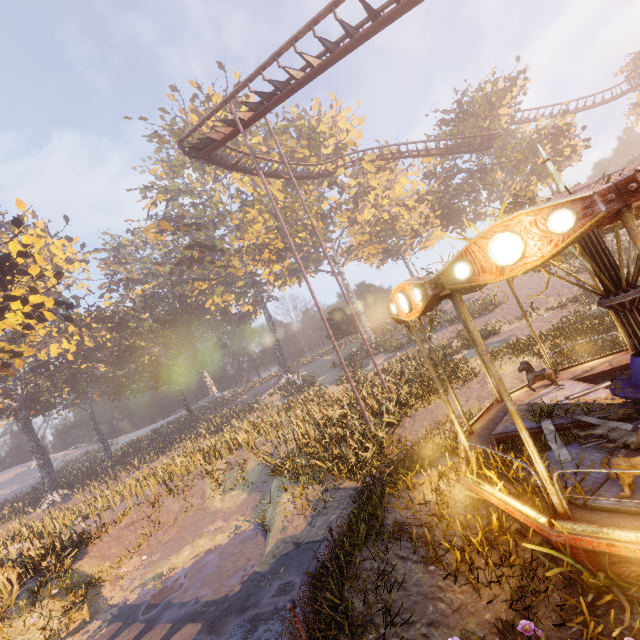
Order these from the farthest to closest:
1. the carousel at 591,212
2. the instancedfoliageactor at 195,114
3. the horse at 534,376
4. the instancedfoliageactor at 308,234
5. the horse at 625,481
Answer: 1. the instancedfoliageactor at 195,114
2. the instancedfoliageactor at 308,234
3. the horse at 534,376
4. the horse at 625,481
5. the carousel at 591,212

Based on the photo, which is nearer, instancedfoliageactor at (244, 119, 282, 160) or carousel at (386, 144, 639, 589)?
carousel at (386, 144, 639, 589)

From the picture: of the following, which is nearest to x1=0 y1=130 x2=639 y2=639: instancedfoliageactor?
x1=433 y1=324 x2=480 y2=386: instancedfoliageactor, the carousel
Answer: the carousel

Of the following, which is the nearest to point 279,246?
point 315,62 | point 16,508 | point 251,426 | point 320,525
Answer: point 251,426

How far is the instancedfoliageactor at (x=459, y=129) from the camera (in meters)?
30.09

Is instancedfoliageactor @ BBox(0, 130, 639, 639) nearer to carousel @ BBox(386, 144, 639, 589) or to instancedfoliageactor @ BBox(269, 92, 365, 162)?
carousel @ BBox(386, 144, 639, 589)

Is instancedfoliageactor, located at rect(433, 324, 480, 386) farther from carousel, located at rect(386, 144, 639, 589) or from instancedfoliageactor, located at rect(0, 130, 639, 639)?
carousel, located at rect(386, 144, 639, 589)

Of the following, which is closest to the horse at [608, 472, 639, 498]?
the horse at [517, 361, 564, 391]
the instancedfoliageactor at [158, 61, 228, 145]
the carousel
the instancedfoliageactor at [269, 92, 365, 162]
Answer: the carousel
